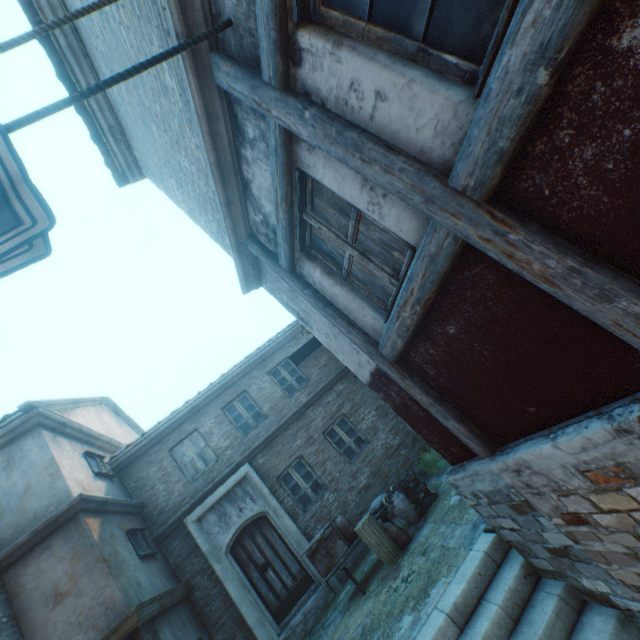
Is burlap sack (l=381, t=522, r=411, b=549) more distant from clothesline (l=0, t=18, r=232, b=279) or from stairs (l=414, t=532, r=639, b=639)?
clothesline (l=0, t=18, r=232, b=279)

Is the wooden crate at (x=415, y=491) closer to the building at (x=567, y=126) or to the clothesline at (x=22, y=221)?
the building at (x=567, y=126)

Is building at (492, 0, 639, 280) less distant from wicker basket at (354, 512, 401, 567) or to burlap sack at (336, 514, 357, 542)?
burlap sack at (336, 514, 357, 542)

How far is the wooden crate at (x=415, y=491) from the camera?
7.4m

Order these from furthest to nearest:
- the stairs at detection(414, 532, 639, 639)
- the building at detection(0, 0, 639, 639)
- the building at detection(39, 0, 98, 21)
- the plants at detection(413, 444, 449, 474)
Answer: the plants at detection(413, 444, 449, 474)
the building at detection(39, 0, 98, 21)
the stairs at detection(414, 532, 639, 639)
the building at detection(0, 0, 639, 639)

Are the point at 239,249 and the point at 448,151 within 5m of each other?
yes

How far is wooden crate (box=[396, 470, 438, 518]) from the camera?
7.42m

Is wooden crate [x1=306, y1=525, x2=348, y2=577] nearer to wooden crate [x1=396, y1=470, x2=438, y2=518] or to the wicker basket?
the wicker basket
